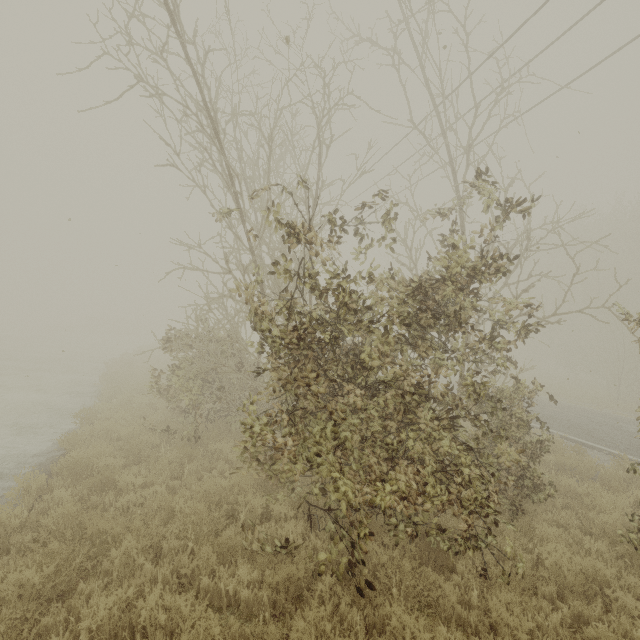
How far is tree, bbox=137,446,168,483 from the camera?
7.0 meters

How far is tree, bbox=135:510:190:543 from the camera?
4.9m

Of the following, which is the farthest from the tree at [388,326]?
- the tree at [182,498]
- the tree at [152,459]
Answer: the tree at [152,459]

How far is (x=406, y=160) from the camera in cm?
1361

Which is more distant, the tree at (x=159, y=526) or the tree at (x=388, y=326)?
the tree at (x=159, y=526)

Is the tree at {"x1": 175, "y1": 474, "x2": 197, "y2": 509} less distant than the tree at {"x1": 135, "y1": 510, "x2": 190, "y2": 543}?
No

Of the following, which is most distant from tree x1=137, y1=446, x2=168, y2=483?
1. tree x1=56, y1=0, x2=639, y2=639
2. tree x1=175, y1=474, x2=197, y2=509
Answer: tree x1=56, y1=0, x2=639, y2=639

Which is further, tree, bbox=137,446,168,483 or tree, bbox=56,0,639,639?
tree, bbox=137,446,168,483
